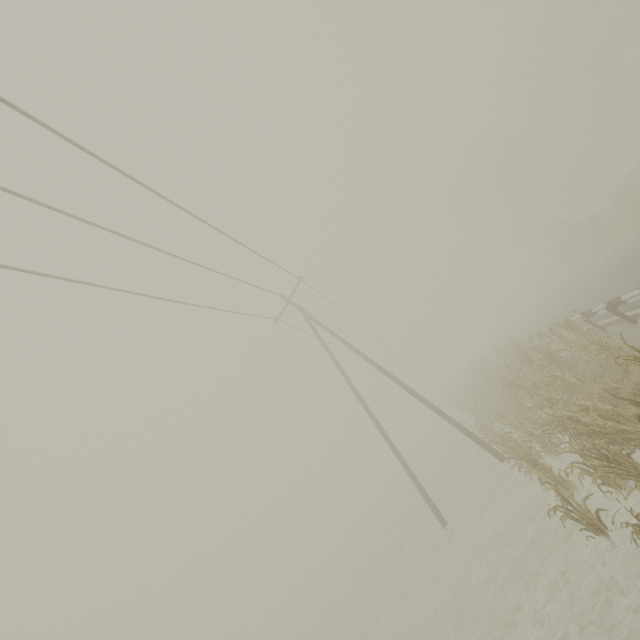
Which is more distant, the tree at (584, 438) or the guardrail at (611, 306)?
the guardrail at (611, 306)

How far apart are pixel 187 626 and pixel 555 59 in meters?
91.3 m

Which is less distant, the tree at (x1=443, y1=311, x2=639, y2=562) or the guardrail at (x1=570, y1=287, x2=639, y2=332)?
the tree at (x1=443, y1=311, x2=639, y2=562)
